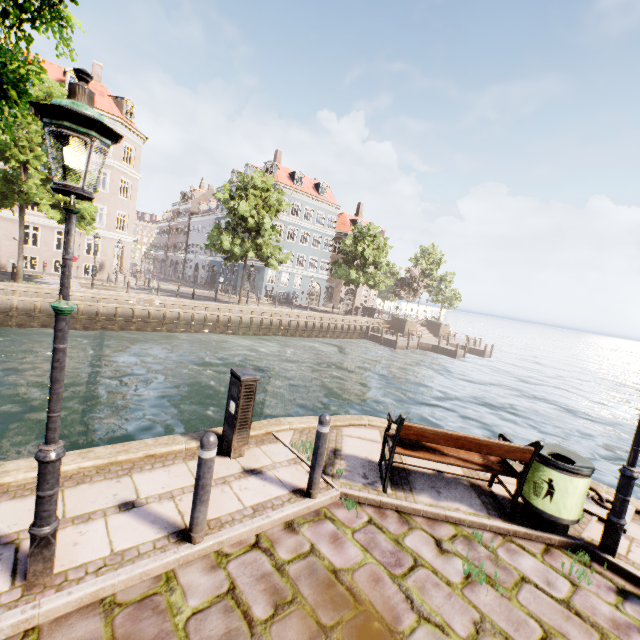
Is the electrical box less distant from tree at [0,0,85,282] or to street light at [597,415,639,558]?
street light at [597,415,639,558]

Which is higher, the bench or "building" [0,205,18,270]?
"building" [0,205,18,270]

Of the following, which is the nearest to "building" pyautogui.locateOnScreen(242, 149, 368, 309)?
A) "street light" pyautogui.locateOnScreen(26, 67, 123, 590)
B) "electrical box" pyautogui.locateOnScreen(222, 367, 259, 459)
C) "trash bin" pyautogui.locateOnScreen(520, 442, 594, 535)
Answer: "street light" pyautogui.locateOnScreen(26, 67, 123, 590)

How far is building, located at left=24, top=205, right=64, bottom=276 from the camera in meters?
25.2

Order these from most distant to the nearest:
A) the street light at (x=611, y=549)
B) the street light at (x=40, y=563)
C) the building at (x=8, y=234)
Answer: the building at (x=8, y=234) → the street light at (x=611, y=549) → the street light at (x=40, y=563)

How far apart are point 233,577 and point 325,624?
0.9 meters

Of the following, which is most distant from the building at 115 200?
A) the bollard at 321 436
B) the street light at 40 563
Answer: the bollard at 321 436

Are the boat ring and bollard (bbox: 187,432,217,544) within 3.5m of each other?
no
